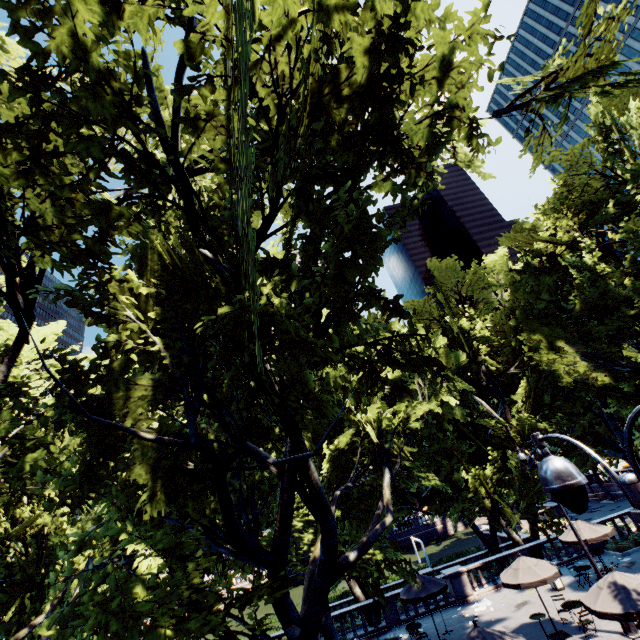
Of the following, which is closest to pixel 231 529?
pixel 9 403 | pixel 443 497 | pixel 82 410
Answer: pixel 82 410

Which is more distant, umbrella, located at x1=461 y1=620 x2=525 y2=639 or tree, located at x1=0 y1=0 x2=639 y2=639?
umbrella, located at x1=461 y1=620 x2=525 y2=639

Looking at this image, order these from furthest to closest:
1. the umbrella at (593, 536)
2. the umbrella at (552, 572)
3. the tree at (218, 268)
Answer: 1. the umbrella at (593, 536)
2. the umbrella at (552, 572)
3. the tree at (218, 268)

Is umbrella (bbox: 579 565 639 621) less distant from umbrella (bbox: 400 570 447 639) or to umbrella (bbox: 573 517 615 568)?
umbrella (bbox: 573 517 615 568)

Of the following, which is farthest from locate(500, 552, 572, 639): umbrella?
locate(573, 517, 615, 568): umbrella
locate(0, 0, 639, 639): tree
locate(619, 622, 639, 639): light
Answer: locate(0, 0, 639, 639): tree

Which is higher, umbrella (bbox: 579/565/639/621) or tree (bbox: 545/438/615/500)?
tree (bbox: 545/438/615/500)

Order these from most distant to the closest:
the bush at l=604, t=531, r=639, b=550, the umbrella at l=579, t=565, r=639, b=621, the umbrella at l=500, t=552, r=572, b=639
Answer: the bush at l=604, t=531, r=639, b=550 → the umbrella at l=500, t=552, r=572, b=639 → the umbrella at l=579, t=565, r=639, b=621

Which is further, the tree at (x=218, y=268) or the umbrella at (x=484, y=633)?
the umbrella at (x=484, y=633)
